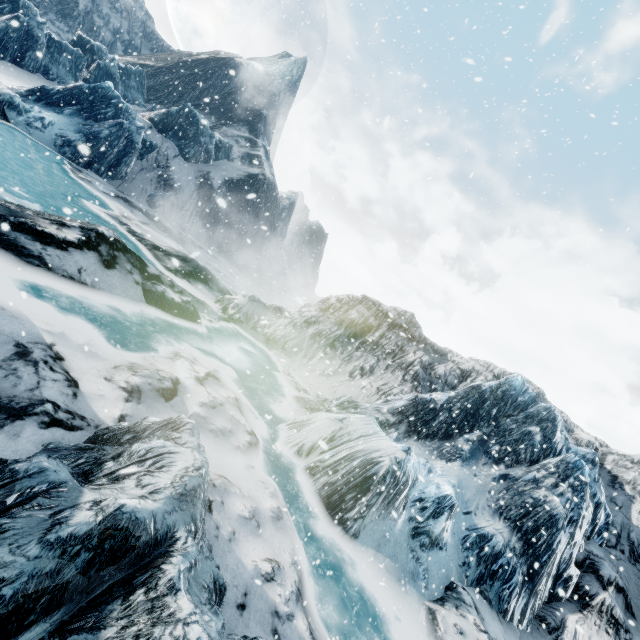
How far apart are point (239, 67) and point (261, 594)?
61.2m
